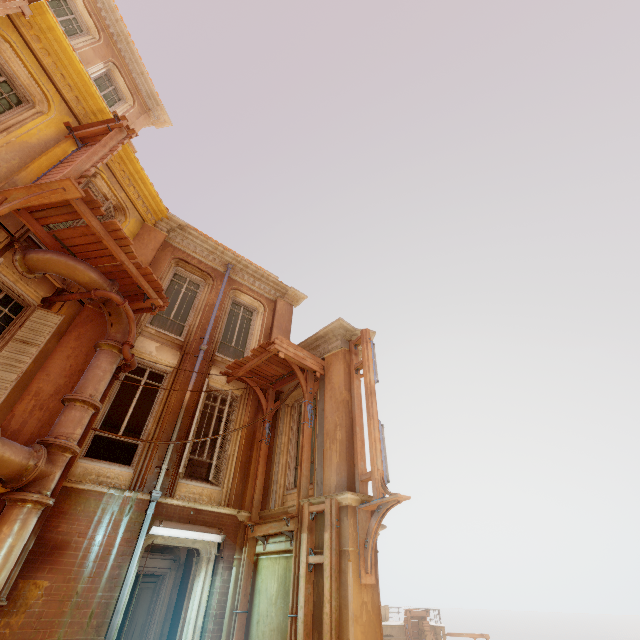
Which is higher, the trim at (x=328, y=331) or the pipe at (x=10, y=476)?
the trim at (x=328, y=331)

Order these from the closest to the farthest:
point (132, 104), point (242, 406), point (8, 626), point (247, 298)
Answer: point (8, 626) → point (242, 406) → point (247, 298) → point (132, 104)

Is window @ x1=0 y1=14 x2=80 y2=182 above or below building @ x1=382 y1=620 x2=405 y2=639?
above

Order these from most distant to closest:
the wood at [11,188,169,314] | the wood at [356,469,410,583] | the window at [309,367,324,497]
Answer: the window at [309,367,324,497], the wood at [11,188,169,314], the wood at [356,469,410,583]

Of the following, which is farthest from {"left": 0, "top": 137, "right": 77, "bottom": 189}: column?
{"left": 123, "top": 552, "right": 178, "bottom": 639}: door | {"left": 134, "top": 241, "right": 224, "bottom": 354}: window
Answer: {"left": 123, "top": 552, "right": 178, "bottom": 639}: door

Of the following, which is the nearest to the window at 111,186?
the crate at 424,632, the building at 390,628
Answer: the building at 390,628

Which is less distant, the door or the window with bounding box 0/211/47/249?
the window with bounding box 0/211/47/249

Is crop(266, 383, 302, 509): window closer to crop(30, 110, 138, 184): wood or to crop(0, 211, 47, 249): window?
crop(30, 110, 138, 184): wood
